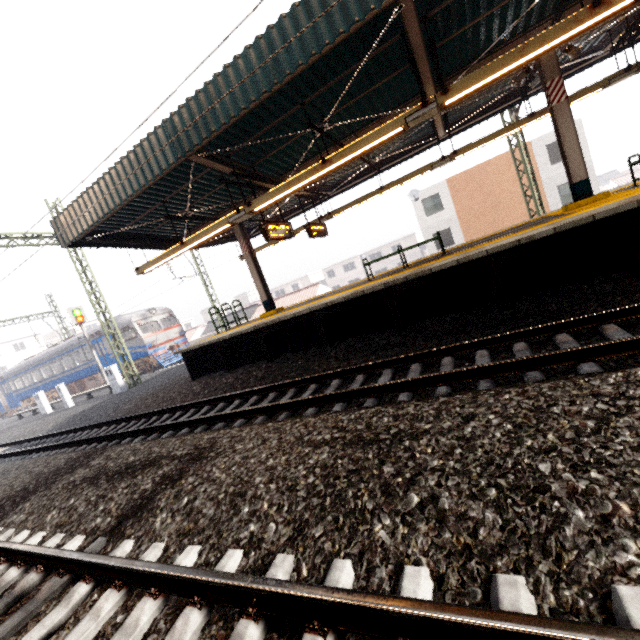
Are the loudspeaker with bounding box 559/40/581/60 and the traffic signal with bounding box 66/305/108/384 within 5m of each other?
no

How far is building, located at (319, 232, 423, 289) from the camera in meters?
53.0 m

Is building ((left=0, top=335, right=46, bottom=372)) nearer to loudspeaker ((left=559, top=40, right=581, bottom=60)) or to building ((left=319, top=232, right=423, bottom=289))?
building ((left=319, top=232, right=423, bottom=289))

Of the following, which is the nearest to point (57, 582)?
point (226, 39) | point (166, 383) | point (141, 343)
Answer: point (226, 39)

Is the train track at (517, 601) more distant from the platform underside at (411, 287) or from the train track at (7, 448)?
the platform underside at (411, 287)

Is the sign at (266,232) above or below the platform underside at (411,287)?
above

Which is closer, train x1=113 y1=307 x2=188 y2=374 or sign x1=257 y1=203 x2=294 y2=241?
sign x1=257 y1=203 x2=294 y2=241

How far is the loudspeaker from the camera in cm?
717
